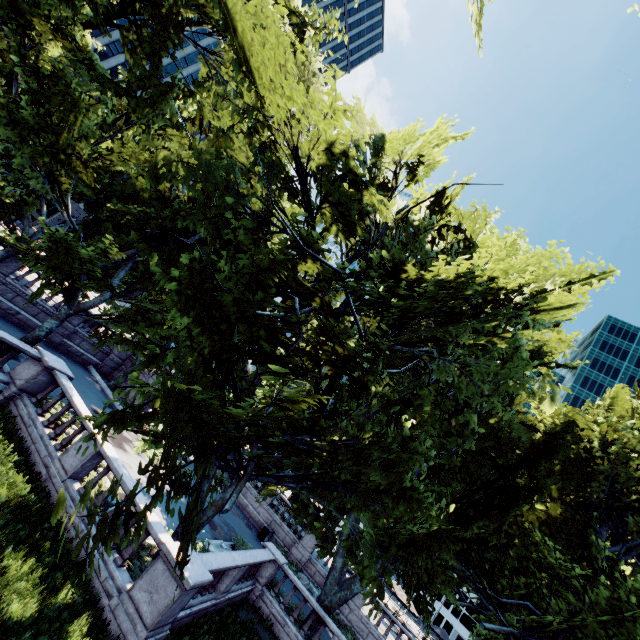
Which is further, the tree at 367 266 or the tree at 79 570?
the tree at 367 266

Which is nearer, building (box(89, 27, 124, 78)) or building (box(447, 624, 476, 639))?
building (box(89, 27, 124, 78))

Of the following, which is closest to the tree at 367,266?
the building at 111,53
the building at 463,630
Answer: the building at 111,53

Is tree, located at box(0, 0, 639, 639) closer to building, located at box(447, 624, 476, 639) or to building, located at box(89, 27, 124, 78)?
building, located at box(89, 27, 124, 78)

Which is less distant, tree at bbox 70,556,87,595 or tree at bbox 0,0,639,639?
tree at bbox 70,556,87,595

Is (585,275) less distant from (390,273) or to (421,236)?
(421,236)

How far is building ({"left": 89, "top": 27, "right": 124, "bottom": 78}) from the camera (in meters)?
56.00
